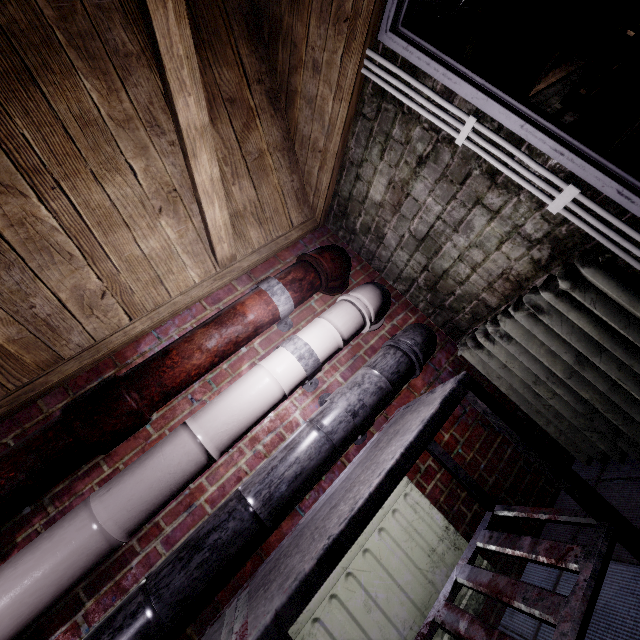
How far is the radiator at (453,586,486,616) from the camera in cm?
130

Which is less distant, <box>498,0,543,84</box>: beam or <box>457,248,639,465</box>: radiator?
<box>457,248,639,465</box>: radiator

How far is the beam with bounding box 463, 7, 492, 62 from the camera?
2.1 meters

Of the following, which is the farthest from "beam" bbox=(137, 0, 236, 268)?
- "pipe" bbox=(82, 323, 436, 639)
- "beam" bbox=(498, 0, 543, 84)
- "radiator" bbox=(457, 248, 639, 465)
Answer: "beam" bbox=(498, 0, 543, 84)

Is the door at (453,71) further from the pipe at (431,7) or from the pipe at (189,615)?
the pipe at (189,615)

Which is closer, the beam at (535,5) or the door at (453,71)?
the door at (453,71)

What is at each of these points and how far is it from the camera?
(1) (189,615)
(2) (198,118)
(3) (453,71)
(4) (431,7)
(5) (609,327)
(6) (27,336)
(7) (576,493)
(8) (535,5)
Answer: (1) pipe, 0.9m
(2) beam, 1.2m
(3) door, 1.2m
(4) pipe, 1.3m
(5) radiator, 1.2m
(6) beam, 1.2m
(7) table, 1.0m
(8) beam, 2.6m

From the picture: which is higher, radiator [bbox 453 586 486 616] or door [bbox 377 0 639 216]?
door [bbox 377 0 639 216]
